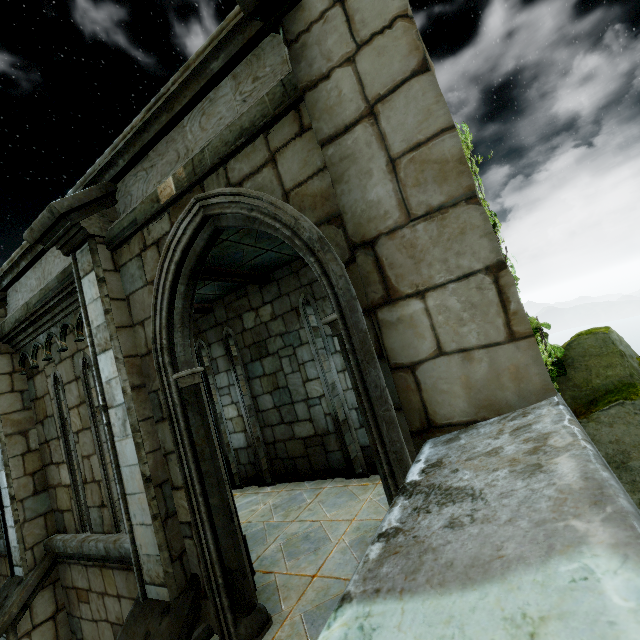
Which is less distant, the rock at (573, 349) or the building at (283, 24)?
the building at (283, 24)

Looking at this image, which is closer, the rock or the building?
the building

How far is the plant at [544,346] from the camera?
3.6m

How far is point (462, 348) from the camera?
1.6 meters

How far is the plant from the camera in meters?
3.6

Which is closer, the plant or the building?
the building
